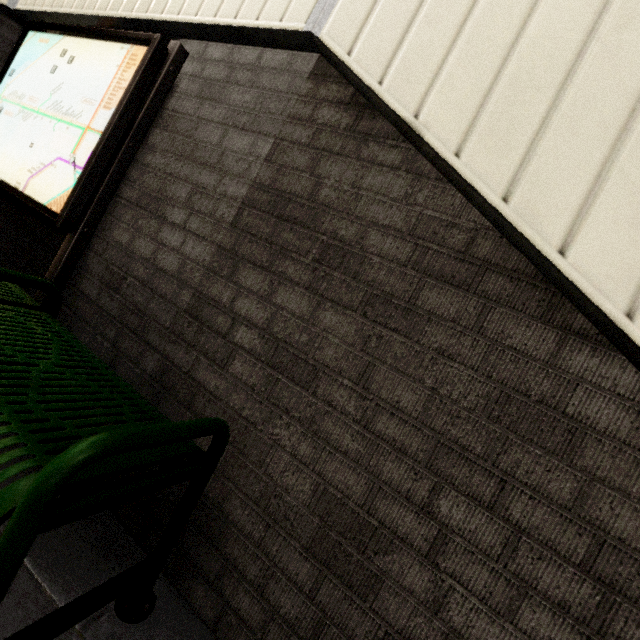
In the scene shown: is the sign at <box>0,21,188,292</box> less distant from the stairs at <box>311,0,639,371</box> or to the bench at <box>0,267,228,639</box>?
the bench at <box>0,267,228,639</box>

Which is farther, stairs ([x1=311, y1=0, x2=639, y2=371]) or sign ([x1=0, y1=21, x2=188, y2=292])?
sign ([x1=0, y1=21, x2=188, y2=292])

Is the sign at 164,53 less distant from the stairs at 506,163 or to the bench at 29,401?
the bench at 29,401

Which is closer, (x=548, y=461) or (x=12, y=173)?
(x=548, y=461)

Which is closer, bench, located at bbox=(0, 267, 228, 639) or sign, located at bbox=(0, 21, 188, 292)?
bench, located at bbox=(0, 267, 228, 639)

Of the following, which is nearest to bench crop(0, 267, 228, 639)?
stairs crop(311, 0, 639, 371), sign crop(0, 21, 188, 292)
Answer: sign crop(0, 21, 188, 292)
